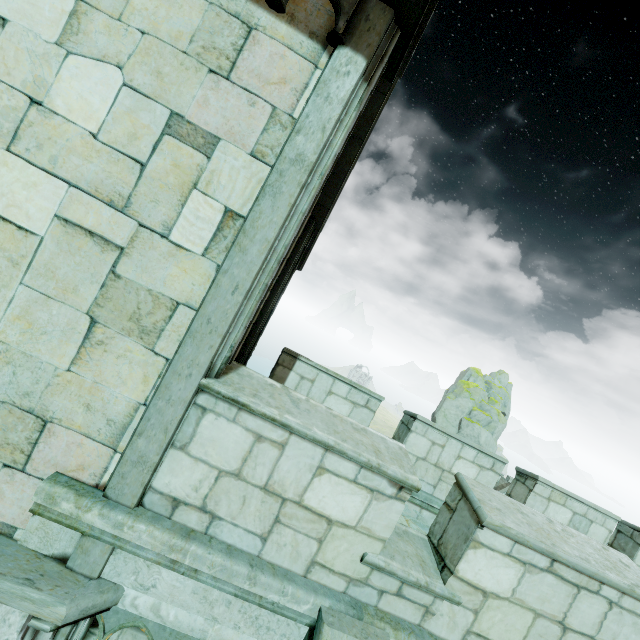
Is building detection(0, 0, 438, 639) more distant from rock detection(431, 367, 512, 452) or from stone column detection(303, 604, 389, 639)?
rock detection(431, 367, 512, 452)

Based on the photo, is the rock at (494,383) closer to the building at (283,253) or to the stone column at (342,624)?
the building at (283,253)

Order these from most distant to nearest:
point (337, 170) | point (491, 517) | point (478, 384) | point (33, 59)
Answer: point (478, 384) < point (337, 170) < point (491, 517) < point (33, 59)

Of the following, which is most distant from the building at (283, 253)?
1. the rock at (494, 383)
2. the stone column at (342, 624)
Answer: the rock at (494, 383)

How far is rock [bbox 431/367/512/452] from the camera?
40.5m

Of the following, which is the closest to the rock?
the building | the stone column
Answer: the building
